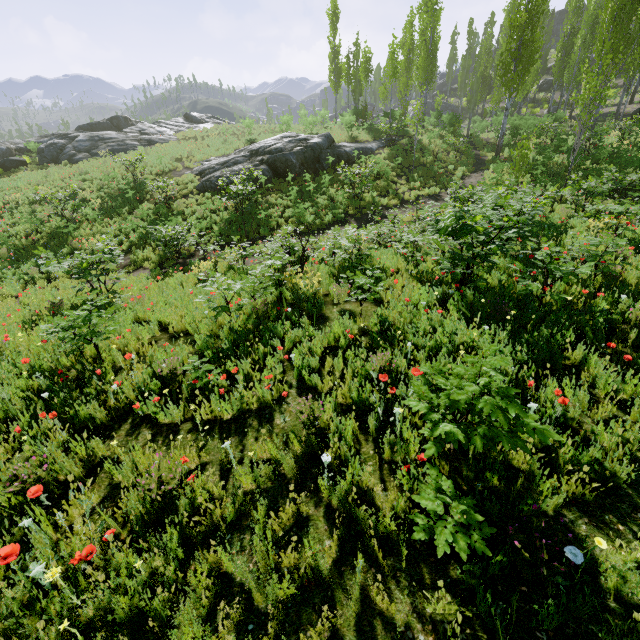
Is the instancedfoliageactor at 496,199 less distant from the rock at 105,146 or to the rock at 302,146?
the rock at 302,146

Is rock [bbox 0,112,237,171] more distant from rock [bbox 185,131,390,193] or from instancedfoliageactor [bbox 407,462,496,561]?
instancedfoliageactor [bbox 407,462,496,561]

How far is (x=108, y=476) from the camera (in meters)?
3.51

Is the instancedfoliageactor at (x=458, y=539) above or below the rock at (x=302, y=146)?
below

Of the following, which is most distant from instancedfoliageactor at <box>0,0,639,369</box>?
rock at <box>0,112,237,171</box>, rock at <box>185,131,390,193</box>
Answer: rock at <box>0,112,237,171</box>
